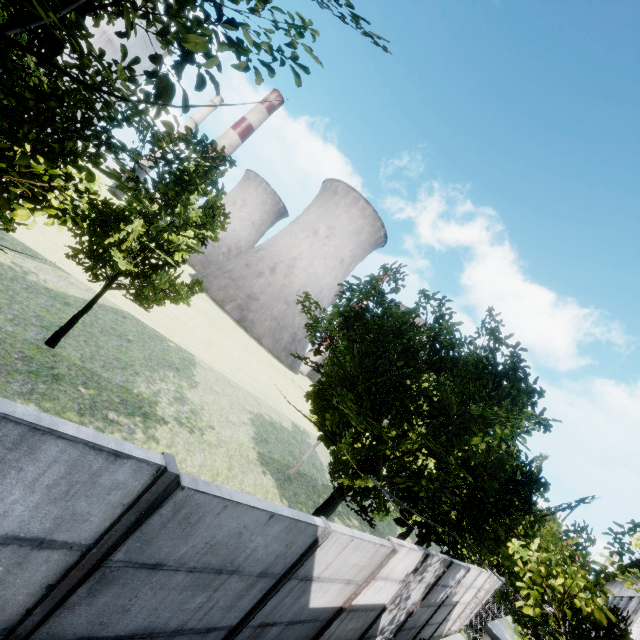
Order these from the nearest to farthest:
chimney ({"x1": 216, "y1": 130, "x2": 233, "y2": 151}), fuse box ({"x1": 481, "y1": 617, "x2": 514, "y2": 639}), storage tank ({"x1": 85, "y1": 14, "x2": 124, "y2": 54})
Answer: fuse box ({"x1": 481, "y1": 617, "x2": 514, "y2": 639}) < storage tank ({"x1": 85, "y1": 14, "x2": 124, "y2": 54}) < chimney ({"x1": 216, "y1": 130, "x2": 233, "y2": 151})

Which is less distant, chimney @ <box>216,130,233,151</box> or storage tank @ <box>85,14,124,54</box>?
storage tank @ <box>85,14,124,54</box>

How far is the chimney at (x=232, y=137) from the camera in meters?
59.5 m

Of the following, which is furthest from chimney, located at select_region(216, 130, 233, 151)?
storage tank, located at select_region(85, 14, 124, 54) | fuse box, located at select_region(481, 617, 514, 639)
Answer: fuse box, located at select_region(481, 617, 514, 639)

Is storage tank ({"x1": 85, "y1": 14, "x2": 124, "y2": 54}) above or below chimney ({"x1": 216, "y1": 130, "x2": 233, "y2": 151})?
below

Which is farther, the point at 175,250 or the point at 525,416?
the point at 175,250

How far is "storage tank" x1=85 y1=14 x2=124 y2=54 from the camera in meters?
57.1

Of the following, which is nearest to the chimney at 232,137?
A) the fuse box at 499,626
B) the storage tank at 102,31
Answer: the storage tank at 102,31
